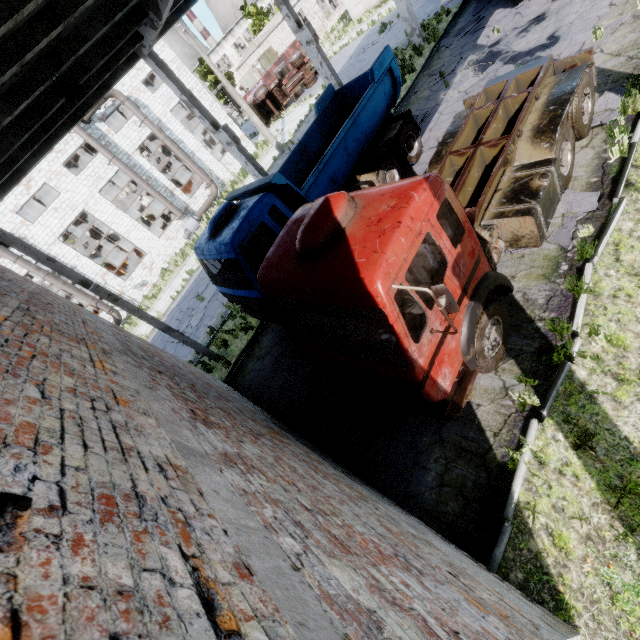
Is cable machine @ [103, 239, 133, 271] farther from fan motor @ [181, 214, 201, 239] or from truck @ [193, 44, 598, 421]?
truck @ [193, 44, 598, 421]

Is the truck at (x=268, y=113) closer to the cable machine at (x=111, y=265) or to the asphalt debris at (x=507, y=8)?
the asphalt debris at (x=507, y=8)

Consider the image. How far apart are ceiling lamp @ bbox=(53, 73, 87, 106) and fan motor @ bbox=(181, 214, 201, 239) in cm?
2079

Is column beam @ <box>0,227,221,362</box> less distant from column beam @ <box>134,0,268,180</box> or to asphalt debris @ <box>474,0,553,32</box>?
column beam @ <box>134,0,268,180</box>

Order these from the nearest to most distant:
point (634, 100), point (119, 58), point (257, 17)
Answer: point (634, 100)
point (119, 58)
point (257, 17)

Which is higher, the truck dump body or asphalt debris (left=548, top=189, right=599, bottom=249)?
the truck dump body

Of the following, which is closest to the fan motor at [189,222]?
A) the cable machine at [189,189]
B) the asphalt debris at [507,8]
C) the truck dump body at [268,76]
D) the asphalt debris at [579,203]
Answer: the cable machine at [189,189]

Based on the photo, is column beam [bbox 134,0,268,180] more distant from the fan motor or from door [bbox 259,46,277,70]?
door [bbox 259,46,277,70]
